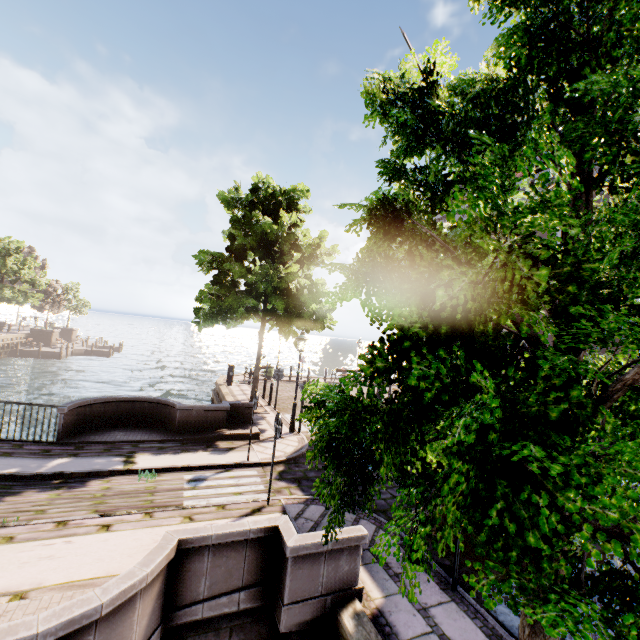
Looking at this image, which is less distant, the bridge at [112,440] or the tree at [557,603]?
the tree at [557,603]

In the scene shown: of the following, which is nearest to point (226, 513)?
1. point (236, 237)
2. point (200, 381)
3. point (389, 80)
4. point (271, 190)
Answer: point (389, 80)

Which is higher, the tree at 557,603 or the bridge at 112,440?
the tree at 557,603

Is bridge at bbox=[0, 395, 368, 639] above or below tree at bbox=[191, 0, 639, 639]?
below

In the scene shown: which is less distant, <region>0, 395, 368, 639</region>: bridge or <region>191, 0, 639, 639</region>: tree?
<region>191, 0, 639, 639</region>: tree
